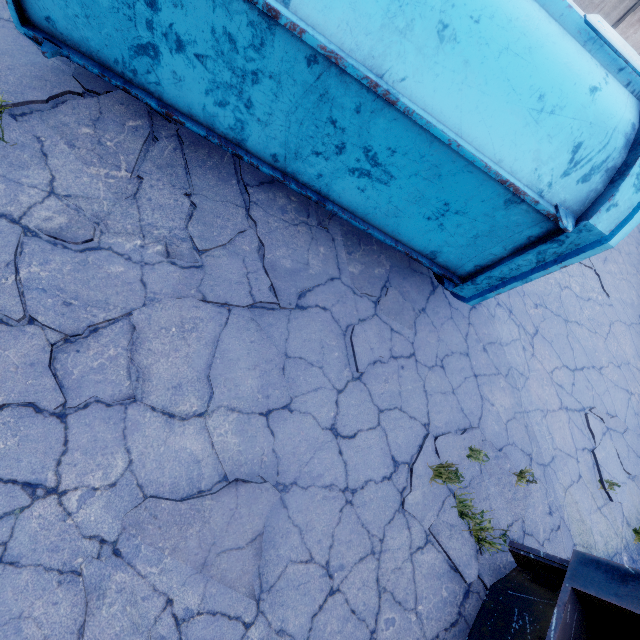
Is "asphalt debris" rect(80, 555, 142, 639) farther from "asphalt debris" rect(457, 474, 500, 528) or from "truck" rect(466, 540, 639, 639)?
"asphalt debris" rect(457, 474, 500, 528)

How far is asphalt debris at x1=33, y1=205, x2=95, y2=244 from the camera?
2.9 meters

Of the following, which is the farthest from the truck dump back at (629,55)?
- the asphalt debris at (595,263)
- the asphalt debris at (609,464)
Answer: the asphalt debris at (595,263)

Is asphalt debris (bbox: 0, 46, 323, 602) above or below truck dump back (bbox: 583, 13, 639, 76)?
below

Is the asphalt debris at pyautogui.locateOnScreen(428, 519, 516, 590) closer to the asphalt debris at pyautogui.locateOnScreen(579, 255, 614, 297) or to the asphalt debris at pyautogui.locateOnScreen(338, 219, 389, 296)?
the asphalt debris at pyautogui.locateOnScreen(338, 219, 389, 296)

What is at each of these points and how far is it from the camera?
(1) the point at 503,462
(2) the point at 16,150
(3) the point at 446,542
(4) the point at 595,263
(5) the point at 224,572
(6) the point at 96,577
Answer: (1) asphalt debris, 4.1 meters
(2) asphalt debris, 3.0 meters
(3) asphalt debris, 3.4 meters
(4) asphalt debris, 7.8 meters
(5) asphalt debris, 2.5 meters
(6) asphalt debris, 2.2 meters

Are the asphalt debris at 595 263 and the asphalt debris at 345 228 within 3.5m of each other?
no

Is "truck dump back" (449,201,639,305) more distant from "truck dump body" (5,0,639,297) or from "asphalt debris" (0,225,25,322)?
"asphalt debris" (0,225,25,322)
